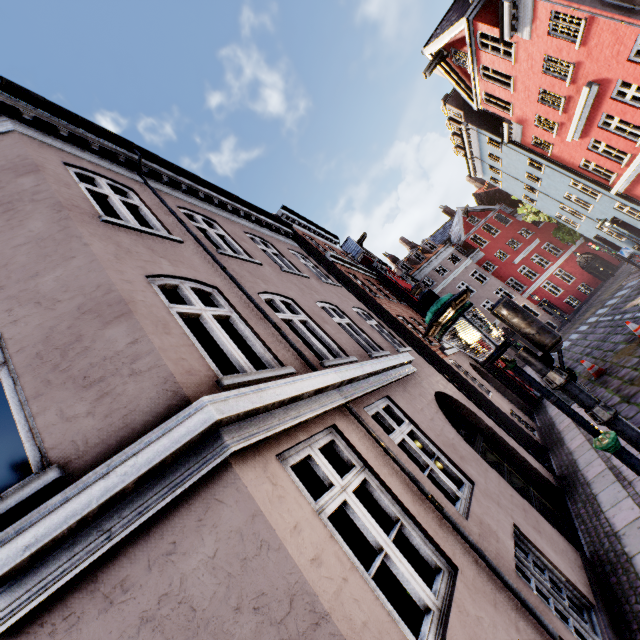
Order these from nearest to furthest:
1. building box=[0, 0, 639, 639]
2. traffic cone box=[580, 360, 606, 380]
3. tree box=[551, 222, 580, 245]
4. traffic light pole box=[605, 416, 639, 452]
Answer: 1. building box=[0, 0, 639, 639]
2. traffic light pole box=[605, 416, 639, 452]
3. traffic cone box=[580, 360, 606, 380]
4. tree box=[551, 222, 580, 245]

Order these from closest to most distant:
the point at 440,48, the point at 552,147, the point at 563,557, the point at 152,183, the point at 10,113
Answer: the point at 563,557, the point at 10,113, the point at 152,183, the point at 440,48, the point at 552,147

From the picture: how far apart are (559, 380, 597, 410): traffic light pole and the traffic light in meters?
0.0

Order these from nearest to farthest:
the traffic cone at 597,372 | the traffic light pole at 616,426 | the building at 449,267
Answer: the building at 449,267
the traffic light pole at 616,426
the traffic cone at 597,372

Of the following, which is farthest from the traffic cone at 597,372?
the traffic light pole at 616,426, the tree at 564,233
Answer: the tree at 564,233

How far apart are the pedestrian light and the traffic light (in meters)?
0.06

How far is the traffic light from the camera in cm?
347

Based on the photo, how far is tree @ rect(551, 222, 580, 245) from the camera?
26.0m
